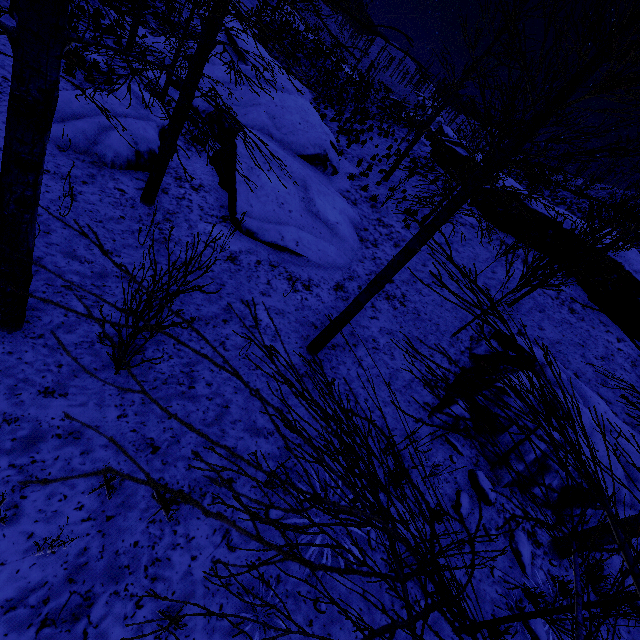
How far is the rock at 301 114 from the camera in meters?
9.0 m

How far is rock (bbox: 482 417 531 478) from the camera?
6.17m

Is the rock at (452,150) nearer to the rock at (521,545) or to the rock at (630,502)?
the rock at (630,502)

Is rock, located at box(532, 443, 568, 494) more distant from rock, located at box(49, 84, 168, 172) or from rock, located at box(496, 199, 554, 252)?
rock, located at box(496, 199, 554, 252)

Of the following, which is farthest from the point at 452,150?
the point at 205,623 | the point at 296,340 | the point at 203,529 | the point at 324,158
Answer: the point at 205,623

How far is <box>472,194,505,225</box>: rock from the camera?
16.31m

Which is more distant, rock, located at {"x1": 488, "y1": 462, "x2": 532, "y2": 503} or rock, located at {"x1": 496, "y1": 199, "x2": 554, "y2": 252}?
rock, located at {"x1": 496, "y1": 199, "x2": 554, "y2": 252}
